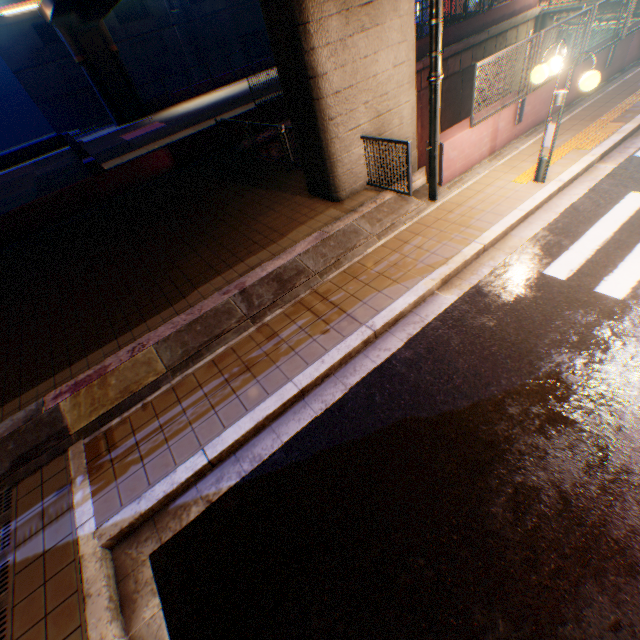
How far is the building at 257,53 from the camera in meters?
43.8 m

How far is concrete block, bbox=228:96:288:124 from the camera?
14.39m

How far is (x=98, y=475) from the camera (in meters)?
4.38

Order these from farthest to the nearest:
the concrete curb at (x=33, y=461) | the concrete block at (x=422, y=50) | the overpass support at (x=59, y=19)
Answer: the overpass support at (x=59, y=19), the concrete block at (x=422, y=50), the concrete curb at (x=33, y=461)

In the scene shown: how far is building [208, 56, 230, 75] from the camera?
40.5m

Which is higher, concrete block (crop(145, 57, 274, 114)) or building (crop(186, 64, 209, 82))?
building (crop(186, 64, 209, 82))

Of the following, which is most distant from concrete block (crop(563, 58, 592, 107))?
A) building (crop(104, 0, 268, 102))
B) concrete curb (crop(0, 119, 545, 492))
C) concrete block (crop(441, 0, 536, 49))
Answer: building (crop(104, 0, 268, 102))

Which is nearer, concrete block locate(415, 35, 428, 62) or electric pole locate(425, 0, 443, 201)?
electric pole locate(425, 0, 443, 201)
